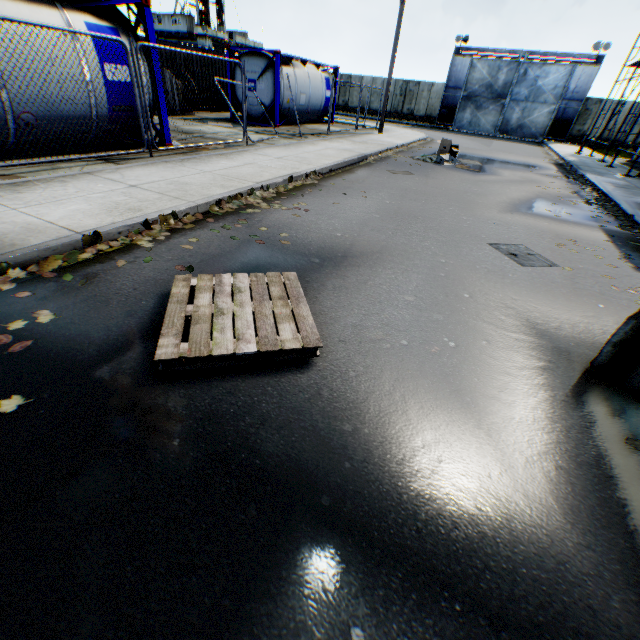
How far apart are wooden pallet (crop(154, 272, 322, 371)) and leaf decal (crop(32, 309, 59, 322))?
1.1 meters

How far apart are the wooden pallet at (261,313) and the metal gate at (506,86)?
36.18m

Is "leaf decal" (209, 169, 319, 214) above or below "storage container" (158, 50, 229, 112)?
below

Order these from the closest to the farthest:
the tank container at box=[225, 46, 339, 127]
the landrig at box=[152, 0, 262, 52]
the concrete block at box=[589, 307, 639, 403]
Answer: the concrete block at box=[589, 307, 639, 403]
the tank container at box=[225, 46, 339, 127]
the landrig at box=[152, 0, 262, 52]

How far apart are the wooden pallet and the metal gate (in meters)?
36.18

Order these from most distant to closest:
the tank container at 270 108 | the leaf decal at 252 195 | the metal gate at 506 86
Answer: the metal gate at 506 86
the tank container at 270 108
the leaf decal at 252 195

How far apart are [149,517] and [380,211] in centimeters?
635cm

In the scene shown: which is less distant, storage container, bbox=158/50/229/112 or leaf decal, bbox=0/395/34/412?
leaf decal, bbox=0/395/34/412
